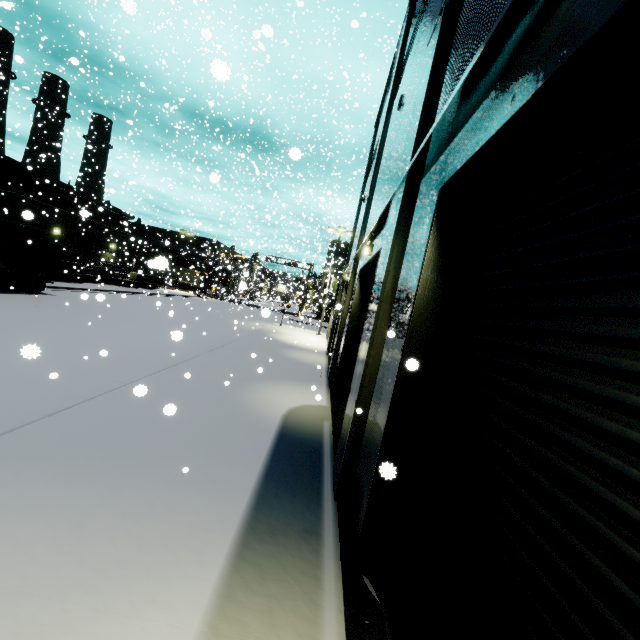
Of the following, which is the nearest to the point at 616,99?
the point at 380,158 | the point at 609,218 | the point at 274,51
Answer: the point at 609,218

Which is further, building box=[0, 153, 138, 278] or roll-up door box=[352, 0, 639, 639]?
building box=[0, 153, 138, 278]

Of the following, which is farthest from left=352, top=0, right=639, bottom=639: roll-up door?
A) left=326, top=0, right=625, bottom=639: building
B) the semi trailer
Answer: the semi trailer

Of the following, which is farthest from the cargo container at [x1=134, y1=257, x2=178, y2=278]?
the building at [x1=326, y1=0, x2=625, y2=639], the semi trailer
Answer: the semi trailer

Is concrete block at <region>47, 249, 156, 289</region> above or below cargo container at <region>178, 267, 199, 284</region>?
below

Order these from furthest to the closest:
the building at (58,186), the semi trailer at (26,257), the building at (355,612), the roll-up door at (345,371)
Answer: the building at (58,186) → the semi trailer at (26,257) → the roll-up door at (345,371) → the building at (355,612)

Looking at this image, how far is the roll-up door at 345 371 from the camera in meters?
9.8

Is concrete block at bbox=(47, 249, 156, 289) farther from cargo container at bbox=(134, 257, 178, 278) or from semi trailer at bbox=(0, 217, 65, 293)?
semi trailer at bbox=(0, 217, 65, 293)
